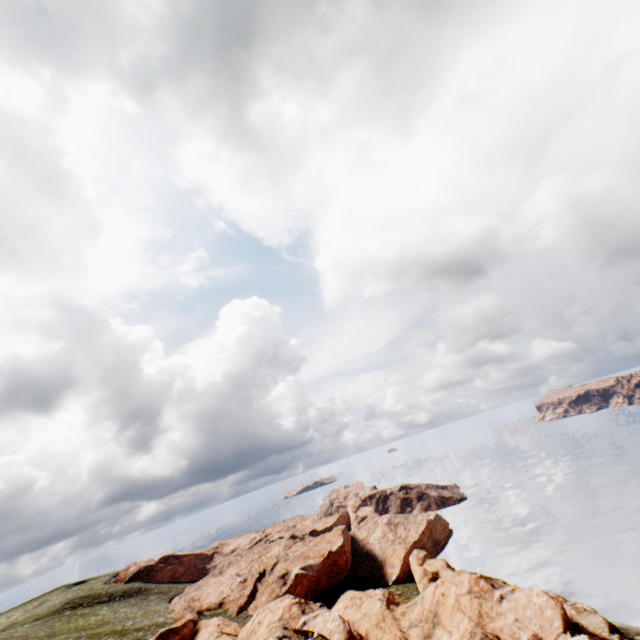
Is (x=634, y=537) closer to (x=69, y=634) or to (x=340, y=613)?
(x=340, y=613)
